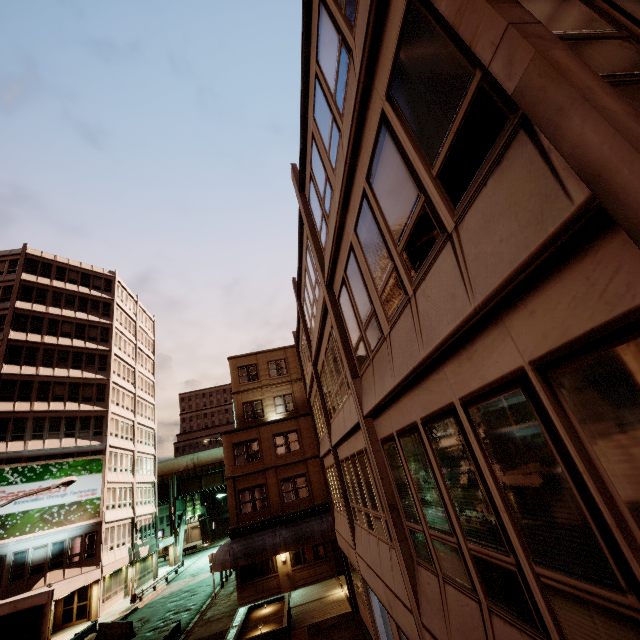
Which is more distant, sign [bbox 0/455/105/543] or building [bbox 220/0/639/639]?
sign [bbox 0/455/105/543]

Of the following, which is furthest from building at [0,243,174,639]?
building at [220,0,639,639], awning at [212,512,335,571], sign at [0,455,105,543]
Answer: building at [220,0,639,639]

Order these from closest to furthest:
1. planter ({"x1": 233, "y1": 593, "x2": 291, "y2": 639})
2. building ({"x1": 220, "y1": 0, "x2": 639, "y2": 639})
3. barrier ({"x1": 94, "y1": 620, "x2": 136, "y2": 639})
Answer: building ({"x1": 220, "y1": 0, "x2": 639, "y2": 639}), planter ({"x1": 233, "y1": 593, "x2": 291, "y2": 639}), barrier ({"x1": 94, "y1": 620, "x2": 136, "y2": 639})

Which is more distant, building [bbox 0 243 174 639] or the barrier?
building [bbox 0 243 174 639]

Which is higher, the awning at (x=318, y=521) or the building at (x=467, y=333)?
the building at (x=467, y=333)

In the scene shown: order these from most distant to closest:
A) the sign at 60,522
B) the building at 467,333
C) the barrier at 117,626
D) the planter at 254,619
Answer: the sign at 60,522 < the barrier at 117,626 < the planter at 254,619 < the building at 467,333

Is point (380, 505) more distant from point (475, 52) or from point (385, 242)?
point (475, 52)

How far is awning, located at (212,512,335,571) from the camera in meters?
22.0
